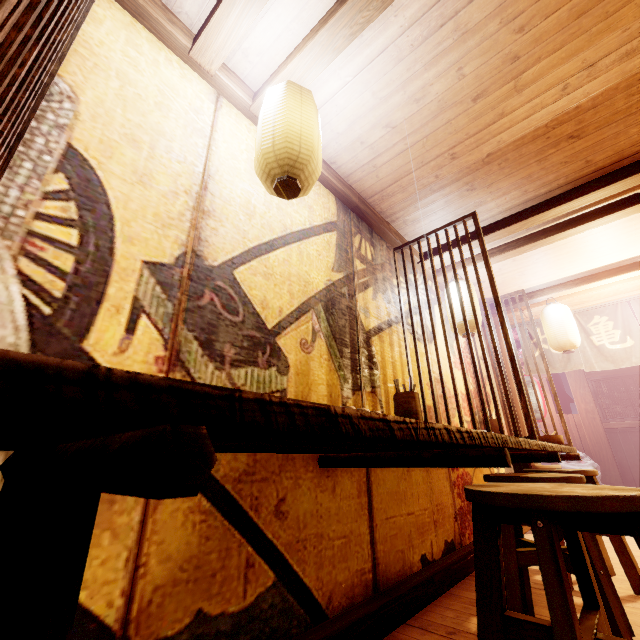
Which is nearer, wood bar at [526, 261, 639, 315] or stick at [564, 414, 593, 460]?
wood bar at [526, 261, 639, 315]

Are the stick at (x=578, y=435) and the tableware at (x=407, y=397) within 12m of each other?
no

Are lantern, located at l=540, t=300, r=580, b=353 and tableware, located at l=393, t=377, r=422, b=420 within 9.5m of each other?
yes

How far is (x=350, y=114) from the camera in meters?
4.0 m

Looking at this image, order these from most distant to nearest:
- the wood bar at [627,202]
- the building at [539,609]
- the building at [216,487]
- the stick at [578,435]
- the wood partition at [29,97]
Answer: the stick at [578,435] < the wood bar at [627,202] < the building at [539,609] < the building at [216,487] < the wood partition at [29,97]

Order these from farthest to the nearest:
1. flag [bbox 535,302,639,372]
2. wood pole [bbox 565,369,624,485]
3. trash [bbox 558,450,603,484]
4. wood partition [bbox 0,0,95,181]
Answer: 1. wood pole [bbox 565,369,624,485]
2. trash [bbox 558,450,603,484]
3. flag [bbox 535,302,639,372]
4. wood partition [bbox 0,0,95,181]

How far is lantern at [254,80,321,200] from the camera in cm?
271

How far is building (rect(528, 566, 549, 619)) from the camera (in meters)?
3.28
